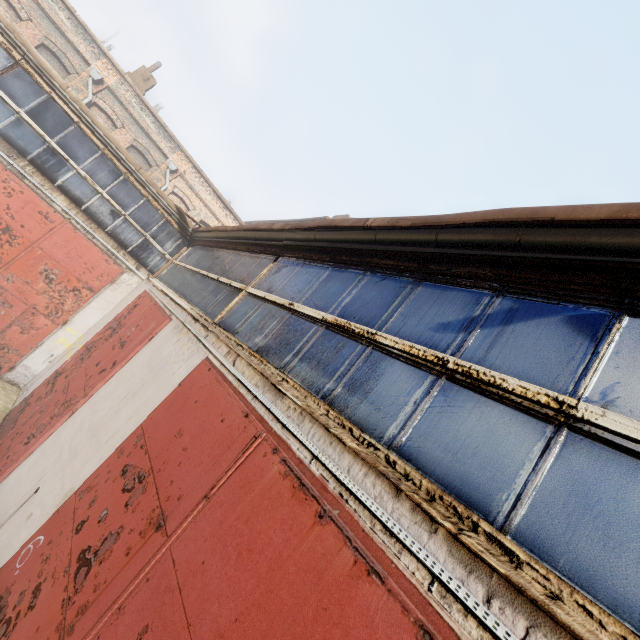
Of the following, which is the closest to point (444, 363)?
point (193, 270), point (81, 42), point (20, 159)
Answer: point (193, 270)
